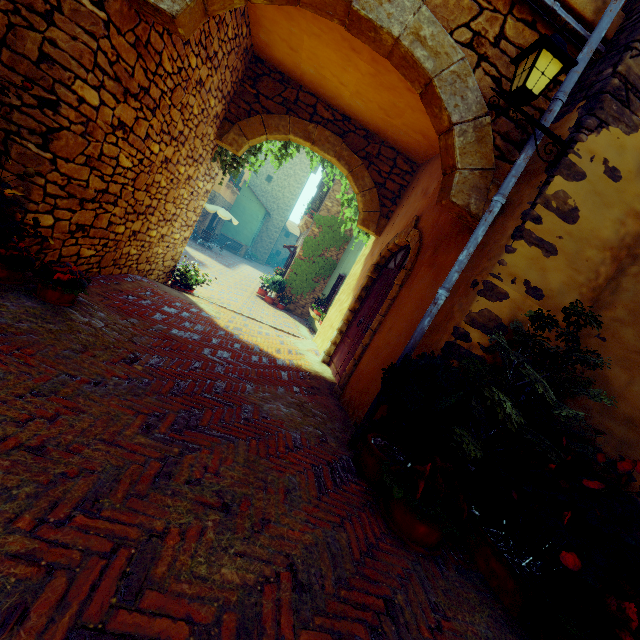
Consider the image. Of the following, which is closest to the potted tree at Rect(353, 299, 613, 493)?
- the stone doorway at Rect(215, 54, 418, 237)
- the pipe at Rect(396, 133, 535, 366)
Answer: the pipe at Rect(396, 133, 535, 366)

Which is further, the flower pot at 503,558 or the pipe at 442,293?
the pipe at 442,293

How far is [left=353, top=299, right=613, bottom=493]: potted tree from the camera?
2.50m

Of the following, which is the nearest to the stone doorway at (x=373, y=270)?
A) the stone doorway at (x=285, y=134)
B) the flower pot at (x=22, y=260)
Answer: the stone doorway at (x=285, y=134)

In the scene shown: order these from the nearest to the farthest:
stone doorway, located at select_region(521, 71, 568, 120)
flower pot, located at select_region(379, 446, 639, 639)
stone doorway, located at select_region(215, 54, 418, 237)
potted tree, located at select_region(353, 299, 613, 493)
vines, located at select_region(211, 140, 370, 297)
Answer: flower pot, located at select_region(379, 446, 639, 639)
potted tree, located at select_region(353, 299, 613, 493)
stone doorway, located at select_region(521, 71, 568, 120)
stone doorway, located at select_region(215, 54, 418, 237)
vines, located at select_region(211, 140, 370, 297)

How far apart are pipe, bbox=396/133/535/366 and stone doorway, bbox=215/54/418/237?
4.3m

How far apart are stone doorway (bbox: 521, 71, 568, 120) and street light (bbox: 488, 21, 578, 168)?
0.3 meters

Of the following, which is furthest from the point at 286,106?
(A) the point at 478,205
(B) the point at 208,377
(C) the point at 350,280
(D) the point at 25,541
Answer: (D) the point at 25,541
